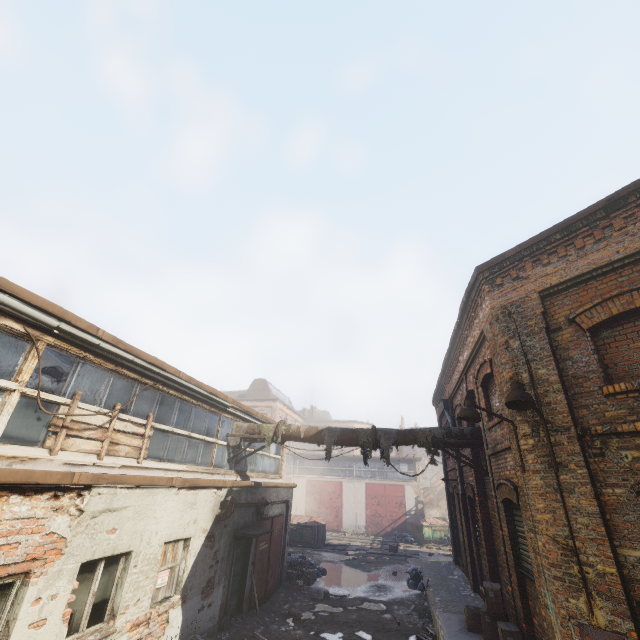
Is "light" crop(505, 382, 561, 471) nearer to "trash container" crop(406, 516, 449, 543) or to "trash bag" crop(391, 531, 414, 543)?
"trash bag" crop(391, 531, 414, 543)

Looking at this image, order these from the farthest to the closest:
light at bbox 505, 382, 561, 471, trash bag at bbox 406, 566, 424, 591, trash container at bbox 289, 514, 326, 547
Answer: trash container at bbox 289, 514, 326, 547 → trash bag at bbox 406, 566, 424, 591 → light at bbox 505, 382, 561, 471

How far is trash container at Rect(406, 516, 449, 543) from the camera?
26.6 meters

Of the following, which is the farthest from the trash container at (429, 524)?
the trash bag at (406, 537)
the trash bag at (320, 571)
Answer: the trash bag at (320, 571)

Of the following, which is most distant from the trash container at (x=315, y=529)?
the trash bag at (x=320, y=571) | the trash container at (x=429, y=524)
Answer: the trash container at (x=429, y=524)

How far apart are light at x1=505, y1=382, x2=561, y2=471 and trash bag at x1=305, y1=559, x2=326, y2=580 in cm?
1409

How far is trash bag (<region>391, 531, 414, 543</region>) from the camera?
25.8m

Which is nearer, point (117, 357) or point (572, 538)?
point (572, 538)
